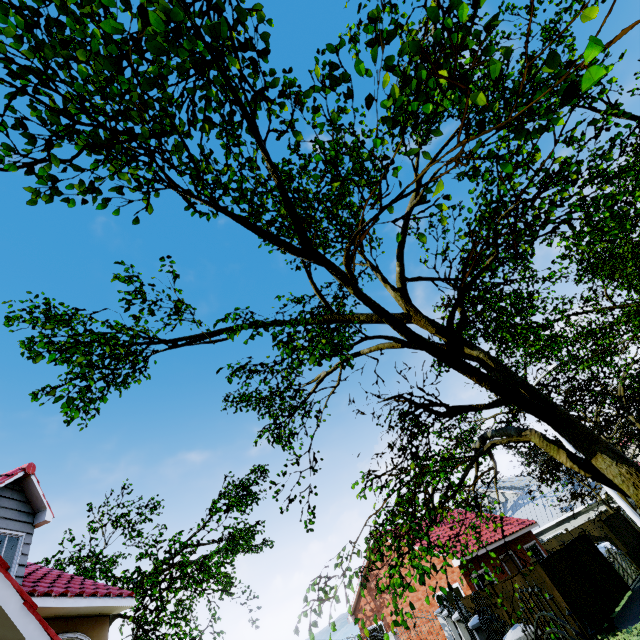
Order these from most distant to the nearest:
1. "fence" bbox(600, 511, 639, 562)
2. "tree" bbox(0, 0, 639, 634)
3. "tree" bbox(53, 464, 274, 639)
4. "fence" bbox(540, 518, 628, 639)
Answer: "fence" bbox(600, 511, 639, 562) < "tree" bbox(53, 464, 274, 639) < "fence" bbox(540, 518, 628, 639) < "tree" bbox(0, 0, 639, 634)

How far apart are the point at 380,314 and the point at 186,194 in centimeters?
346cm

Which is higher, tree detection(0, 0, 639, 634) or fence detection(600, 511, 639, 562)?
tree detection(0, 0, 639, 634)

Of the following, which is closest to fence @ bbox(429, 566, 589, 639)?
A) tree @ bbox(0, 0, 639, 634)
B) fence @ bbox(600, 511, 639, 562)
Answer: tree @ bbox(0, 0, 639, 634)

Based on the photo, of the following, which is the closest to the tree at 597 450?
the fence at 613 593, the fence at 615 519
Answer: the fence at 613 593

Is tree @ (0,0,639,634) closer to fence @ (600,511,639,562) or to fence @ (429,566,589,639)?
fence @ (429,566,589,639)

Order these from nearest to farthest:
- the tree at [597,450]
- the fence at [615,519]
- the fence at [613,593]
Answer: the tree at [597,450] < the fence at [613,593] < the fence at [615,519]

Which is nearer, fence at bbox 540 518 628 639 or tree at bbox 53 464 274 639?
fence at bbox 540 518 628 639
